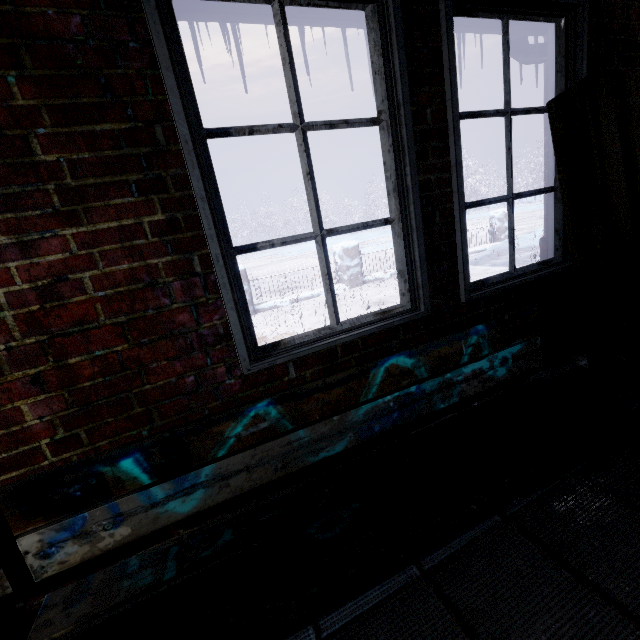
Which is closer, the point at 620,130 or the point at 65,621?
the point at 65,621

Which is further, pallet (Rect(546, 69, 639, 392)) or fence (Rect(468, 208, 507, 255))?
fence (Rect(468, 208, 507, 255))

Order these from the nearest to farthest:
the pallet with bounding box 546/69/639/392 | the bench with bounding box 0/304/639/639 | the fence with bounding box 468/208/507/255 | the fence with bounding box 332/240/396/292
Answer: the bench with bounding box 0/304/639/639, the pallet with bounding box 546/69/639/392, the fence with bounding box 332/240/396/292, the fence with bounding box 468/208/507/255

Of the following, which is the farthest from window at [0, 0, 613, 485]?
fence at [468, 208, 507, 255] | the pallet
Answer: fence at [468, 208, 507, 255]

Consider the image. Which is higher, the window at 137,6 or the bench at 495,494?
the window at 137,6

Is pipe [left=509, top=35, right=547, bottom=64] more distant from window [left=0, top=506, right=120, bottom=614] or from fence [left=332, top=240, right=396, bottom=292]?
fence [left=332, top=240, right=396, bottom=292]

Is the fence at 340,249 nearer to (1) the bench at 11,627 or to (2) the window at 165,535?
(2) the window at 165,535

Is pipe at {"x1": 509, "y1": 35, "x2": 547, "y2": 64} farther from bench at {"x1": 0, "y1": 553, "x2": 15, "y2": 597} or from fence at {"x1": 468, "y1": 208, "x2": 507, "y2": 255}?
fence at {"x1": 468, "y1": 208, "x2": 507, "y2": 255}
